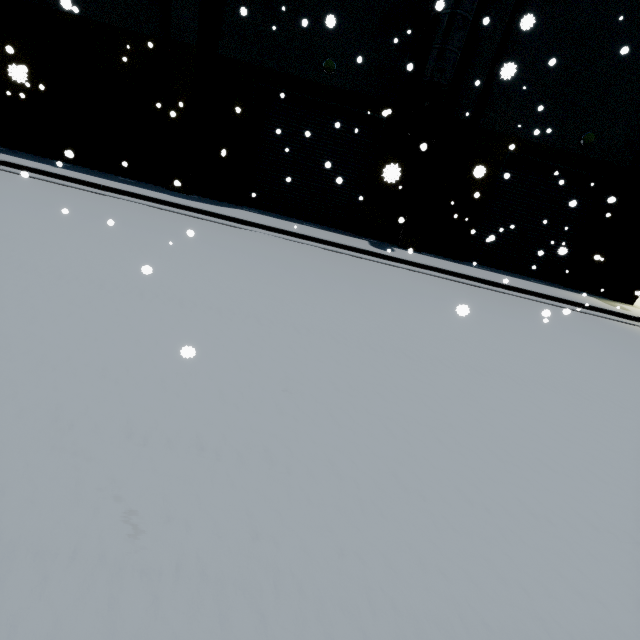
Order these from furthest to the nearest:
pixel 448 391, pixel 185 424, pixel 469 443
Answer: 1. pixel 448 391
2. pixel 469 443
3. pixel 185 424

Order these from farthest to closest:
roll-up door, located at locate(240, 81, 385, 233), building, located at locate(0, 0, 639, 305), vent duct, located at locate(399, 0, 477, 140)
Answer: roll-up door, located at locate(240, 81, 385, 233) < building, located at locate(0, 0, 639, 305) < vent duct, located at locate(399, 0, 477, 140)

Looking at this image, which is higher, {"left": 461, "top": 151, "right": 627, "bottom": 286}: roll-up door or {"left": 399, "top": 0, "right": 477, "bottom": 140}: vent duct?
{"left": 399, "top": 0, "right": 477, "bottom": 140}: vent duct

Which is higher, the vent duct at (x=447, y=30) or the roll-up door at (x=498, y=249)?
the vent duct at (x=447, y=30)

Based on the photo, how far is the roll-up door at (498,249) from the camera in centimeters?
1299cm

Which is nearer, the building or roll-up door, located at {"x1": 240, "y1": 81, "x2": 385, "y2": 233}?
the building

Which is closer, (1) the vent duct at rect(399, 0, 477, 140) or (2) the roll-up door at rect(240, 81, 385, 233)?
(1) the vent duct at rect(399, 0, 477, 140)
